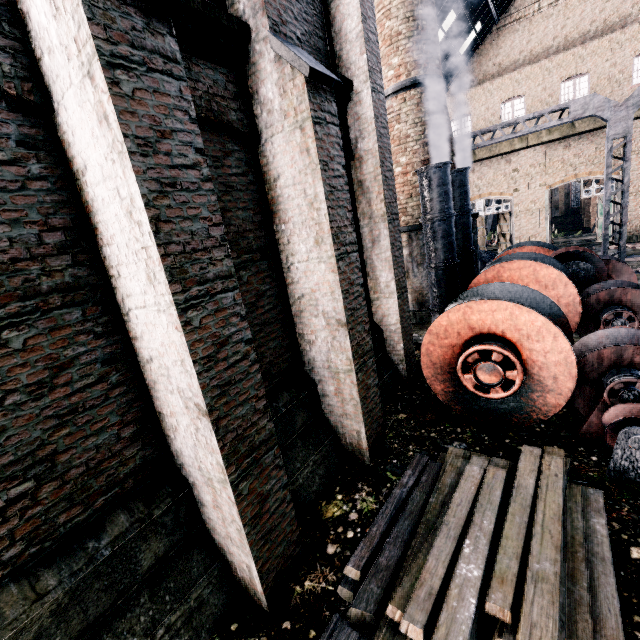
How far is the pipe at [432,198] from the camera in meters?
9.5

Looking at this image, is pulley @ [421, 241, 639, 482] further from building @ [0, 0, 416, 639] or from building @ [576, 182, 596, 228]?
building @ [576, 182, 596, 228]

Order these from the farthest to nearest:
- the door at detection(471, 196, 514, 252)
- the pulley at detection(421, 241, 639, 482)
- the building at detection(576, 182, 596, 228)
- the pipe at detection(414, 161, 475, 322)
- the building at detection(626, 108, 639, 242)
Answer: the building at detection(576, 182, 596, 228) → the door at detection(471, 196, 514, 252) → the building at detection(626, 108, 639, 242) → the pipe at detection(414, 161, 475, 322) → the pulley at detection(421, 241, 639, 482)

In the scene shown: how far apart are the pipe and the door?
21.2m

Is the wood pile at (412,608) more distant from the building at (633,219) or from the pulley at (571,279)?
the building at (633,219)

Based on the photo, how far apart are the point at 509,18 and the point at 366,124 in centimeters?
2652cm

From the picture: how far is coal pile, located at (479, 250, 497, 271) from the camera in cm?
2217

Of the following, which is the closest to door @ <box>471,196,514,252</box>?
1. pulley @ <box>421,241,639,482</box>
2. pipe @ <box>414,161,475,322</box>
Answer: pipe @ <box>414,161,475,322</box>
